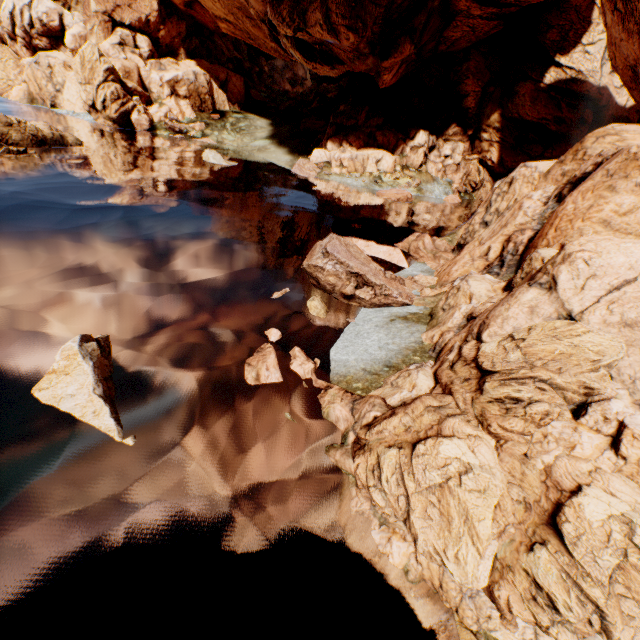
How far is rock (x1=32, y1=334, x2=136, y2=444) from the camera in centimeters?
777cm

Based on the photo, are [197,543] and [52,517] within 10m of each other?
yes

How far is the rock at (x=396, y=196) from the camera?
34.4m

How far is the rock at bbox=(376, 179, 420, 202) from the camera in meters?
34.4

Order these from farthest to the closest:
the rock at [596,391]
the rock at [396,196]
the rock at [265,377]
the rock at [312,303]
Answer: the rock at [396,196] < the rock at [312,303] < the rock at [265,377] < the rock at [596,391]
